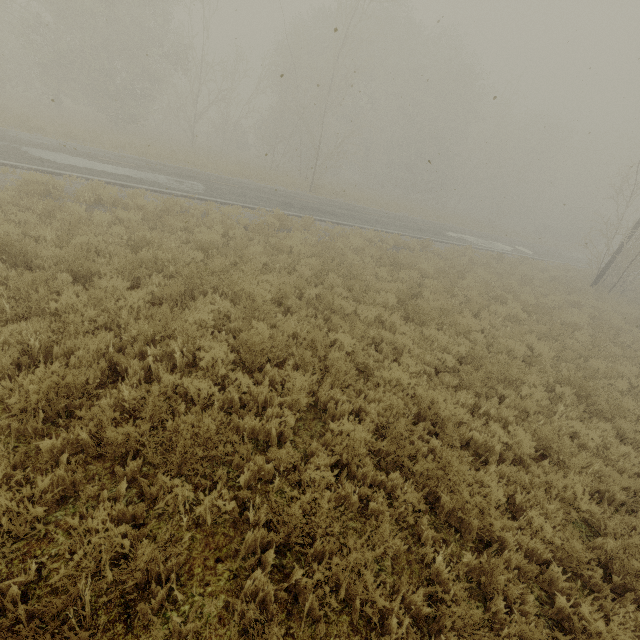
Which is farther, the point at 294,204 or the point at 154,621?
the point at 294,204
